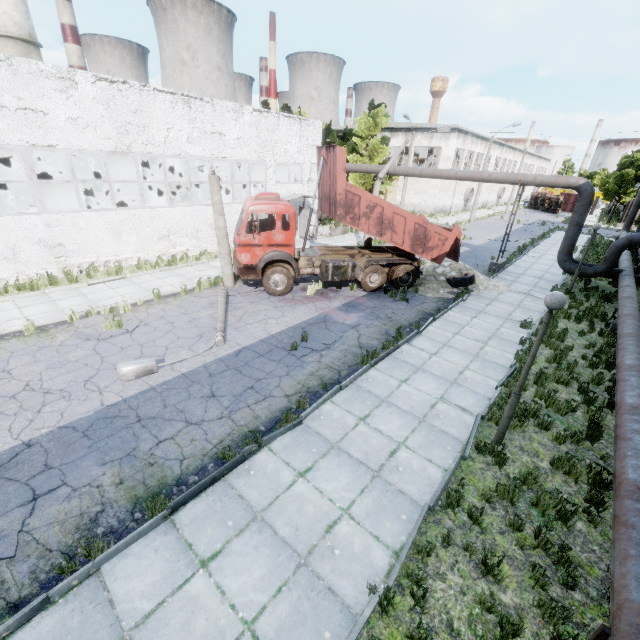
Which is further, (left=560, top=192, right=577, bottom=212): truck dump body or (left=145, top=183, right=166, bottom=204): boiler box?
(left=560, top=192, right=577, bottom=212): truck dump body

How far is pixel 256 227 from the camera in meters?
11.9 m

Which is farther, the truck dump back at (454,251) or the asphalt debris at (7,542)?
the truck dump back at (454,251)

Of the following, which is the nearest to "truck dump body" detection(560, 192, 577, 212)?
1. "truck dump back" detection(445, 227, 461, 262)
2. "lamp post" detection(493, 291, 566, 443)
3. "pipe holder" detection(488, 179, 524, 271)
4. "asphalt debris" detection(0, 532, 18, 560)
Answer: "pipe holder" detection(488, 179, 524, 271)

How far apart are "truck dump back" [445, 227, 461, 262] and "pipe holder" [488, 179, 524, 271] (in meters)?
4.54

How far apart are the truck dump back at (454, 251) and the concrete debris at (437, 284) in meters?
0.6

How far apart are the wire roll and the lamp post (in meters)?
9.74

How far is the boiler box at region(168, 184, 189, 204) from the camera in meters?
A: 24.9 m
